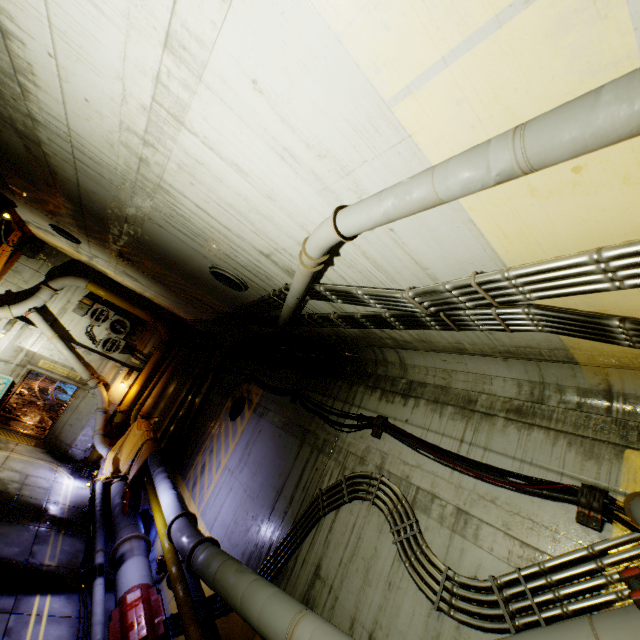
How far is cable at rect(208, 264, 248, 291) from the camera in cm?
604

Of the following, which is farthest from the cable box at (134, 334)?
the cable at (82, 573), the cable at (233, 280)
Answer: the cable at (233, 280)

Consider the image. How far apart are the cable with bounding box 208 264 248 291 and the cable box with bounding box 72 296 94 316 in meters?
10.2

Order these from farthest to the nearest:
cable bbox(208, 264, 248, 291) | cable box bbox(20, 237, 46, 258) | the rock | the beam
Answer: the rock < cable box bbox(20, 237, 46, 258) < the beam < cable bbox(208, 264, 248, 291)

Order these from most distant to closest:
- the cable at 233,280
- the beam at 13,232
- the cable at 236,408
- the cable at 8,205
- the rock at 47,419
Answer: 1. the rock at 47,419
2. the beam at 13,232
3. the cable at 236,408
4. the cable at 8,205
5. the cable at 233,280

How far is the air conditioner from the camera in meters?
13.5

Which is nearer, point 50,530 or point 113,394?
point 50,530

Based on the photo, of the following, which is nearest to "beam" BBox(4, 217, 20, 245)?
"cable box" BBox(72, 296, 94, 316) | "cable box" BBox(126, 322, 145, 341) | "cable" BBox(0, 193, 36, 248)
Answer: "cable" BBox(0, 193, 36, 248)
